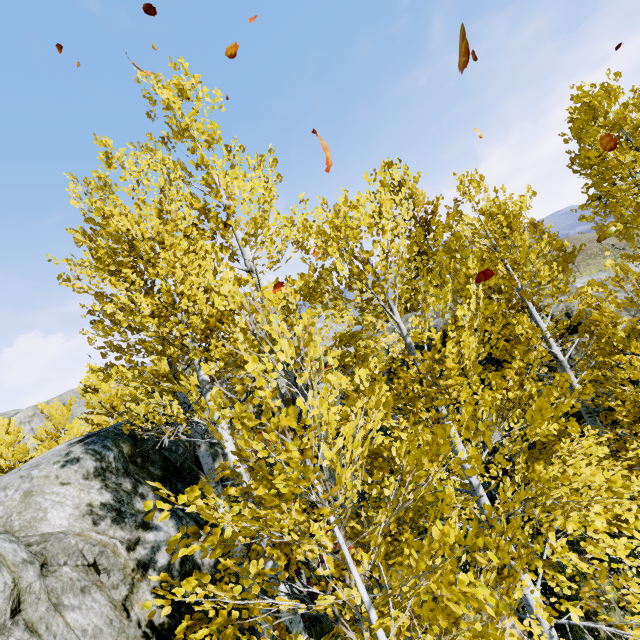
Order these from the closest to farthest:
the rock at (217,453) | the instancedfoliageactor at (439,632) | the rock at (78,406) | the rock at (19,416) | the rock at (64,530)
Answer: the instancedfoliageactor at (439,632) < the rock at (64,530) < the rock at (217,453) < the rock at (19,416) < the rock at (78,406)

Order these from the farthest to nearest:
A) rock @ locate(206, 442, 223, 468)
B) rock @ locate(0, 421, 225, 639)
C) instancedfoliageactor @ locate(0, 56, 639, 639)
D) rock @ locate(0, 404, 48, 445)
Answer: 1. rock @ locate(0, 404, 48, 445)
2. rock @ locate(206, 442, 223, 468)
3. rock @ locate(0, 421, 225, 639)
4. instancedfoliageactor @ locate(0, 56, 639, 639)

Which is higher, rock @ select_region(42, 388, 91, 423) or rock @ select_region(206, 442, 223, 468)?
rock @ select_region(42, 388, 91, 423)

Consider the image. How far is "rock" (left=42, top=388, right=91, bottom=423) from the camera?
43.34m

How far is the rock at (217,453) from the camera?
9.9m

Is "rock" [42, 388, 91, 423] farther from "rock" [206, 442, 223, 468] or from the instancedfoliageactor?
"rock" [206, 442, 223, 468]

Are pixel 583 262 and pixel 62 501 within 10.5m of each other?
no
